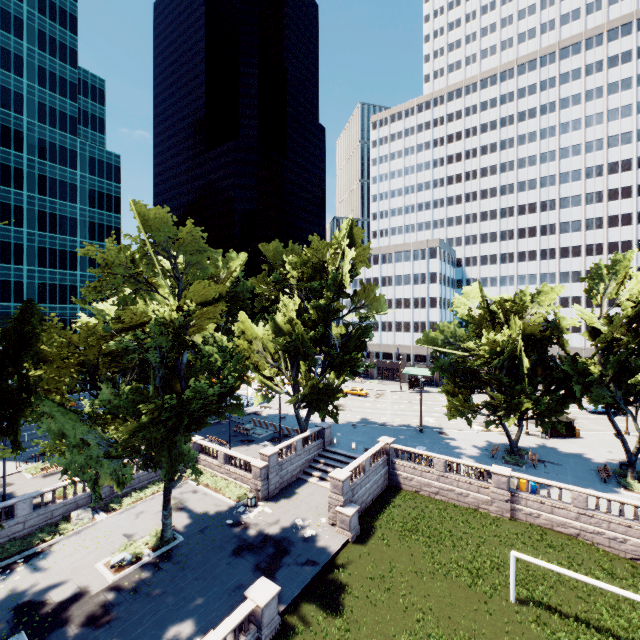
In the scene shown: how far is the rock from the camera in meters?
25.4

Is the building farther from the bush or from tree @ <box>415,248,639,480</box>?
the bush

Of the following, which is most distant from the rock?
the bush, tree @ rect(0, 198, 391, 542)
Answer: tree @ rect(0, 198, 391, 542)

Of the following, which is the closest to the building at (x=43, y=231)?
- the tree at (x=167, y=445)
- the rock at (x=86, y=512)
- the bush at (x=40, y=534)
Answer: the tree at (x=167, y=445)

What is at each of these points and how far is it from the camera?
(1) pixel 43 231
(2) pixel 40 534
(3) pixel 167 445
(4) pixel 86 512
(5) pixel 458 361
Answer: (1) building, 59.5 meters
(2) bush, 23.6 meters
(3) tree, 20.5 meters
(4) rock, 26.3 meters
(5) tree, 35.0 meters

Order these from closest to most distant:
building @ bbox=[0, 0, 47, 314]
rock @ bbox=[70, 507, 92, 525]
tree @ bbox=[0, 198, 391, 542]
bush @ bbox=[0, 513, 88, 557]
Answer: tree @ bbox=[0, 198, 391, 542] < bush @ bbox=[0, 513, 88, 557] < rock @ bbox=[70, 507, 92, 525] < building @ bbox=[0, 0, 47, 314]

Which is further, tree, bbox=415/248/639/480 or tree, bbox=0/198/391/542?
tree, bbox=415/248/639/480

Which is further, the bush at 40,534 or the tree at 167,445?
the bush at 40,534
